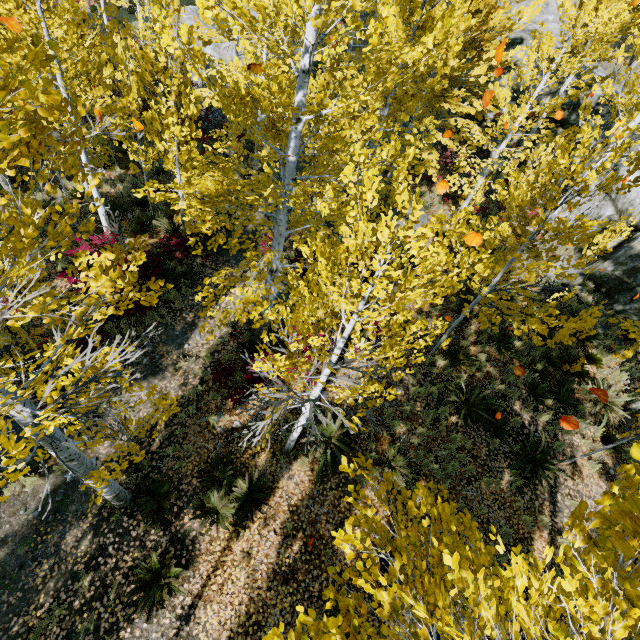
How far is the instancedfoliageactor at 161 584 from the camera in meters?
5.6 m

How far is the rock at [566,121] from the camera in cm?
1328

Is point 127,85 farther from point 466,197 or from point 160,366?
point 466,197

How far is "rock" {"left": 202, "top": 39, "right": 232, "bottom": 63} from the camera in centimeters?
1798cm

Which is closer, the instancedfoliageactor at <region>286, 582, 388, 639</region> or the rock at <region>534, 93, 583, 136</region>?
the instancedfoliageactor at <region>286, 582, 388, 639</region>

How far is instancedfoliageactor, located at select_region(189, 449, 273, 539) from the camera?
6.6m
